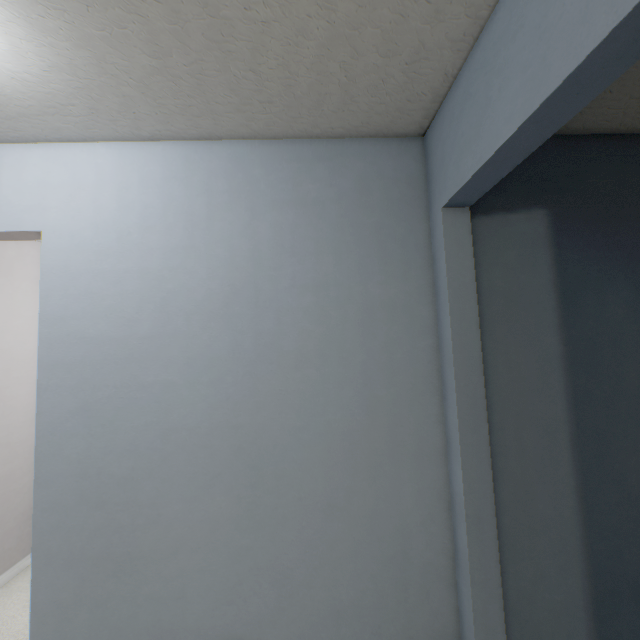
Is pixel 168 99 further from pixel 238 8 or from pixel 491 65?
pixel 491 65
